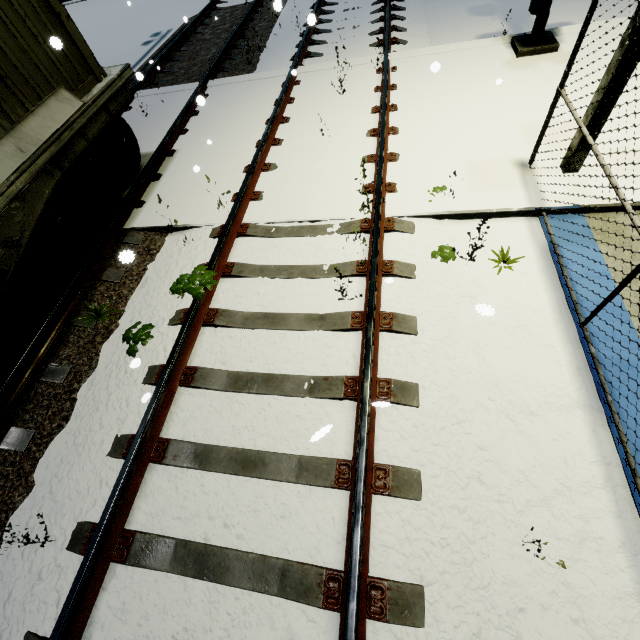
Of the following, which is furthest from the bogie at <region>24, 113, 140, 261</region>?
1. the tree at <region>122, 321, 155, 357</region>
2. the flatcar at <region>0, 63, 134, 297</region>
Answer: the tree at <region>122, 321, 155, 357</region>

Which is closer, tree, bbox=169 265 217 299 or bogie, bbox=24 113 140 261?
tree, bbox=169 265 217 299

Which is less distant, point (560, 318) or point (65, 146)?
point (560, 318)

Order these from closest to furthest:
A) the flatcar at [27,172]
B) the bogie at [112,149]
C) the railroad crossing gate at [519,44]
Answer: the flatcar at [27,172]
the bogie at [112,149]
the railroad crossing gate at [519,44]

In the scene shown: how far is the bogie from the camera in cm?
426

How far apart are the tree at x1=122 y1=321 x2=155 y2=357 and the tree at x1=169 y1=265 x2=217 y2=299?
0.57m

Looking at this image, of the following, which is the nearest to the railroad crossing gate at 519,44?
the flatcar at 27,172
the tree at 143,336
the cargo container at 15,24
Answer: the cargo container at 15,24

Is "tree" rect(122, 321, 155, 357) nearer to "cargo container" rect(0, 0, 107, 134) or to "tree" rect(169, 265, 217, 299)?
"tree" rect(169, 265, 217, 299)
